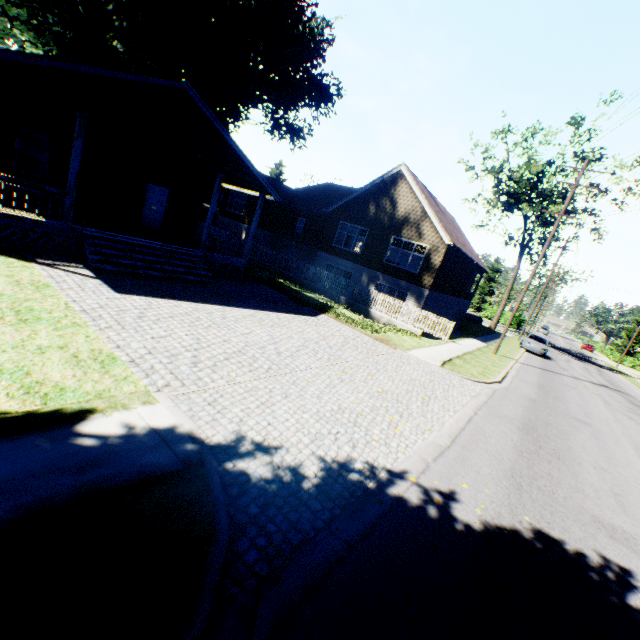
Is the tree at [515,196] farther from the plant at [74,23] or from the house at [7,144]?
the house at [7,144]

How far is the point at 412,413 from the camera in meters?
7.5 m

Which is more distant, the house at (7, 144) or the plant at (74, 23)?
the plant at (74, 23)

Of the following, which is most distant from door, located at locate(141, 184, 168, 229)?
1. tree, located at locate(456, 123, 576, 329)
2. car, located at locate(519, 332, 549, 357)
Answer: tree, located at locate(456, 123, 576, 329)

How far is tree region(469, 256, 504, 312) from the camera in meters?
56.8

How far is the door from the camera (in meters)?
16.58

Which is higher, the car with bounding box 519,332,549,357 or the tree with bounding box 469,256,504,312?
the tree with bounding box 469,256,504,312

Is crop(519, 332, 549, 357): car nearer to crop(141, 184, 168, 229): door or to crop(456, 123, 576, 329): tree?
crop(141, 184, 168, 229): door
